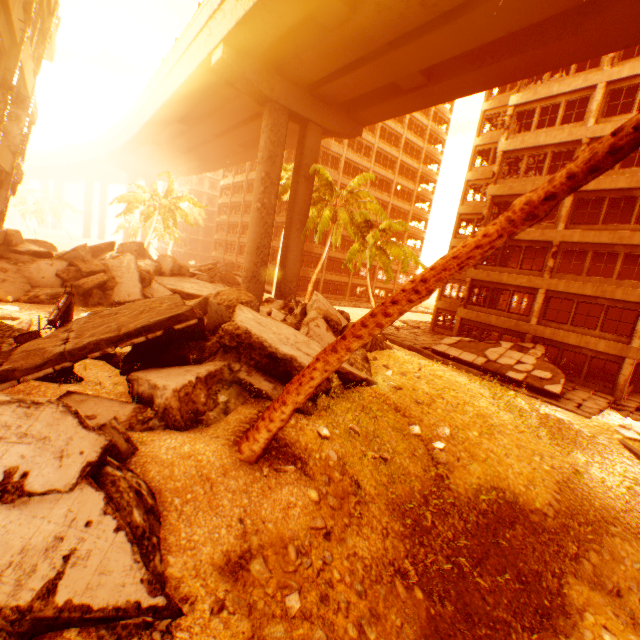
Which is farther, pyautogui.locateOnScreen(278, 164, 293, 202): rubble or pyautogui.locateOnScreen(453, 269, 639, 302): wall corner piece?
pyautogui.locateOnScreen(278, 164, 293, 202): rubble

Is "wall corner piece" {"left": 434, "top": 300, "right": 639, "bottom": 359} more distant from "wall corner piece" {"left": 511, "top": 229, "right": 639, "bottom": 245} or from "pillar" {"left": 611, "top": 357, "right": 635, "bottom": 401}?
"wall corner piece" {"left": 511, "top": 229, "right": 639, "bottom": 245}

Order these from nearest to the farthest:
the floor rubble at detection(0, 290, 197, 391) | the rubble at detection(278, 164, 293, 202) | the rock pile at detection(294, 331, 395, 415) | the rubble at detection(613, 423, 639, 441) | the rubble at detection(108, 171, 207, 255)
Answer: the floor rubble at detection(0, 290, 197, 391), the rock pile at detection(294, 331, 395, 415), the rubble at detection(613, 423, 639, 441), the rubble at detection(278, 164, 293, 202), the rubble at detection(108, 171, 207, 255)

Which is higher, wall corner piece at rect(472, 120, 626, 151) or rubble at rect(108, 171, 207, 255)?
wall corner piece at rect(472, 120, 626, 151)

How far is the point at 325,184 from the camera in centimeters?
2350cm

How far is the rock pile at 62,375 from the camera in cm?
704

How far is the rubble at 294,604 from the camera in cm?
427

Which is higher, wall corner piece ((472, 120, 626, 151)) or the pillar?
wall corner piece ((472, 120, 626, 151))
